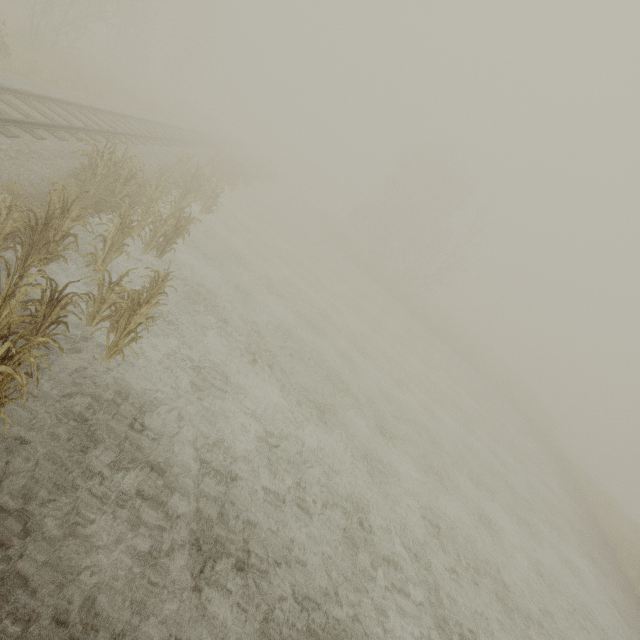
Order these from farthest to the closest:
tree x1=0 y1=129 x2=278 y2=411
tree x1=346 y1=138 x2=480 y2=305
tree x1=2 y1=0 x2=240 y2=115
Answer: tree x1=346 y1=138 x2=480 y2=305 < tree x1=2 y1=0 x2=240 y2=115 < tree x1=0 y1=129 x2=278 y2=411

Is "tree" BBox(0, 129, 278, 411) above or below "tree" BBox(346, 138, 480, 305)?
below

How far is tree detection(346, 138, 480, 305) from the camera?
38.22m

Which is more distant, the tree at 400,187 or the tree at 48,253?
the tree at 400,187

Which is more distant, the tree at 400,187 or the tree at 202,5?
the tree at 400,187

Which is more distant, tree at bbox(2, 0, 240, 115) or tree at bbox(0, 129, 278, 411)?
tree at bbox(2, 0, 240, 115)

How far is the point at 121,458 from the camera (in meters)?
4.80
